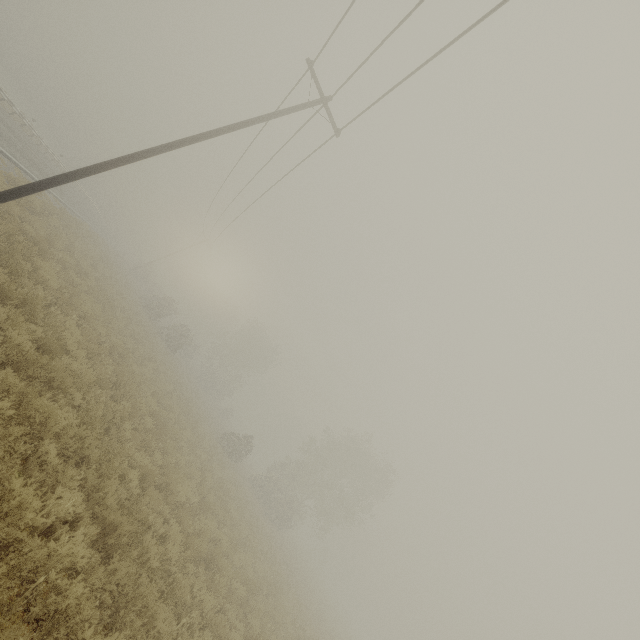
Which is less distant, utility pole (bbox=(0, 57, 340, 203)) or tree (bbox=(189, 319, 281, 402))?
utility pole (bbox=(0, 57, 340, 203))

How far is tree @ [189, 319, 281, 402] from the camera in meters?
48.8 m

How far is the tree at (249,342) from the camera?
48.8 meters

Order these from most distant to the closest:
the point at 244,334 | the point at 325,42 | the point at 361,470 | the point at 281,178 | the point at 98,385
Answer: the point at 244,334, the point at 361,470, the point at 281,178, the point at 325,42, the point at 98,385

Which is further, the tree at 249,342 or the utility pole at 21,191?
the tree at 249,342
